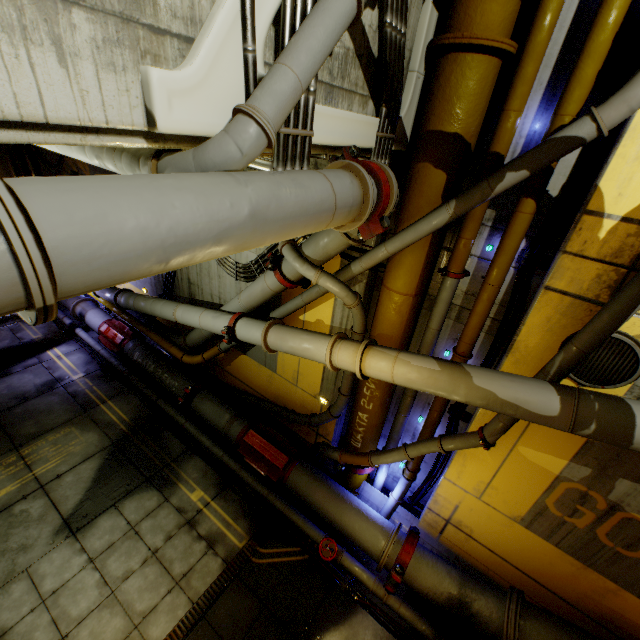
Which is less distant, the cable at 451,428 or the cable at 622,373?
the cable at 622,373

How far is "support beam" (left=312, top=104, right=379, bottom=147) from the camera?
2.8 meters

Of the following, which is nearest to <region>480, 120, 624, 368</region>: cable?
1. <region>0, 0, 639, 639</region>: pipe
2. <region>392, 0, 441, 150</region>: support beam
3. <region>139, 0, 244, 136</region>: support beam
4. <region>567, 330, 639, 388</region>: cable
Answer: <region>0, 0, 639, 639</region>: pipe

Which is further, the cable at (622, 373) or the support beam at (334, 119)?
the cable at (622, 373)

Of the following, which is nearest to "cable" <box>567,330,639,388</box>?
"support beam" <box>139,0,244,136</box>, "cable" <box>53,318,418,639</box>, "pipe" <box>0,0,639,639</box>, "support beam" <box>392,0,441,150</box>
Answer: "pipe" <box>0,0,639,639</box>

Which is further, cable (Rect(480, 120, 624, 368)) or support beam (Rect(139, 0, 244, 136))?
cable (Rect(480, 120, 624, 368))

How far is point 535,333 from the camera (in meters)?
4.32

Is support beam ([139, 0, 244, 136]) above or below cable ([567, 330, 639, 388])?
above
